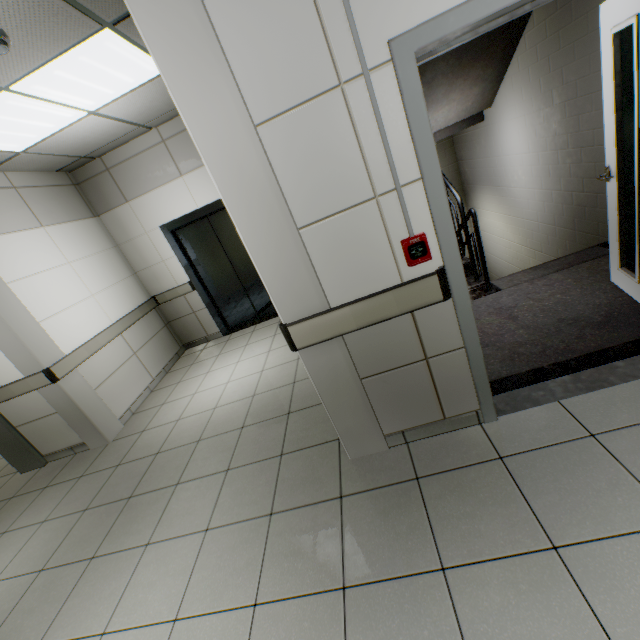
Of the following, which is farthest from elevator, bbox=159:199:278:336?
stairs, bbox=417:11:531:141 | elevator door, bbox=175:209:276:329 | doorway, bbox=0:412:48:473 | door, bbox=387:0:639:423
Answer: door, bbox=387:0:639:423

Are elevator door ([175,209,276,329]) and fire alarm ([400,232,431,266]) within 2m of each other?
no

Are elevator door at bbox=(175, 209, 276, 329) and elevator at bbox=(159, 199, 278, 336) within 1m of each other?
yes

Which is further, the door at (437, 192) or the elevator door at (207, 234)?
the elevator door at (207, 234)

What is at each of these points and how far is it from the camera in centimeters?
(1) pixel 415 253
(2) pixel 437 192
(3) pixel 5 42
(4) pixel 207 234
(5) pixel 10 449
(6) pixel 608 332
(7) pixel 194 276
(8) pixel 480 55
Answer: (1) fire alarm, 166cm
(2) door, 156cm
(3) fire alarm, 197cm
(4) elevator door, 527cm
(5) doorway, 396cm
(6) stairs, 241cm
(7) elevator, 543cm
(8) stairs, 394cm

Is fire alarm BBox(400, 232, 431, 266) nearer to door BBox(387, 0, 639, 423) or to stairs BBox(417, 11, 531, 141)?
door BBox(387, 0, 639, 423)

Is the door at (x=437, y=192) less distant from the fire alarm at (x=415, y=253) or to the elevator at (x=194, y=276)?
the fire alarm at (x=415, y=253)

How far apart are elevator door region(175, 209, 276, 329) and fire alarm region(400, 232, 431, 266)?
3.99m
